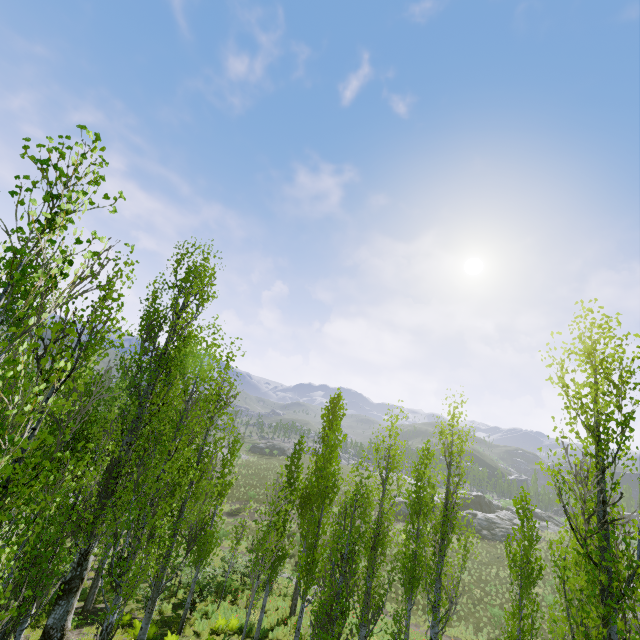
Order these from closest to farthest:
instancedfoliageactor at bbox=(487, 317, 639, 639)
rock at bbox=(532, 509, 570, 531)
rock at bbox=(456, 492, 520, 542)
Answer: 1. instancedfoliageactor at bbox=(487, 317, 639, 639)
2. rock at bbox=(456, 492, 520, 542)
3. rock at bbox=(532, 509, 570, 531)

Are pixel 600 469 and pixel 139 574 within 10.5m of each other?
yes

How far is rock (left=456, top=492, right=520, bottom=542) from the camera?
42.0 meters

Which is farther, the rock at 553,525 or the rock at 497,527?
the rock at 553,525

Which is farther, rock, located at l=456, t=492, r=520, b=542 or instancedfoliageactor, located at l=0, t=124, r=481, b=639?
rock, located at l=456, t=492, r=520, b=542

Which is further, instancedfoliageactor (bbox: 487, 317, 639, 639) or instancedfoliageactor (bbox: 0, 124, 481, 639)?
instancedfoliageactor (bbox: 487, 317, 639, 639)

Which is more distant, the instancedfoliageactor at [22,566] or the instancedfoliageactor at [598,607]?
the instancedfoliageactor at [598,607]
